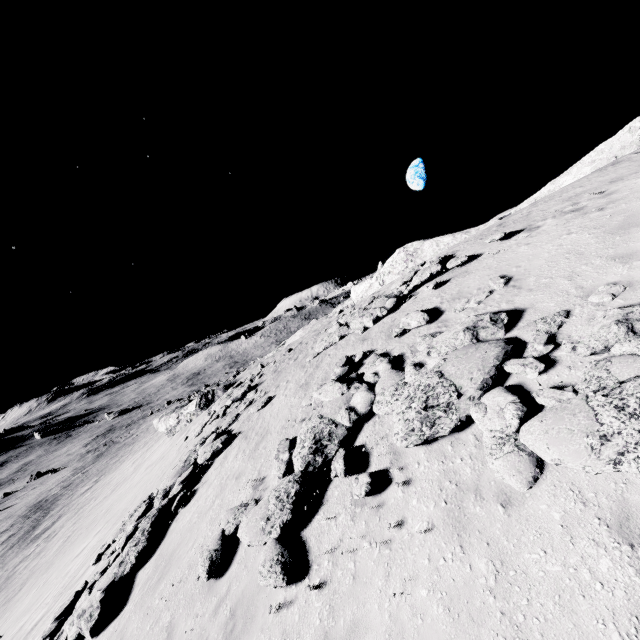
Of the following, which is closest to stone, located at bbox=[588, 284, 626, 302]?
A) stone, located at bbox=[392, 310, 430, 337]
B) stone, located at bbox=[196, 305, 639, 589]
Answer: stone, located at bbox=[196, 305, 639, 589]

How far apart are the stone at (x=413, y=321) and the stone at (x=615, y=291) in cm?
401

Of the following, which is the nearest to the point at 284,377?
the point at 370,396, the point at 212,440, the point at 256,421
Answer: the point at 256,421

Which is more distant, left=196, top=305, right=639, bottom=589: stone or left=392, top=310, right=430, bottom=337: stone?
left=392, top=310, right=430, bottom=337: stone

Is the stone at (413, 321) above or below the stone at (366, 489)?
above

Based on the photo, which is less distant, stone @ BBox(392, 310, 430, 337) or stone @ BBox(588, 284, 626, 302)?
stone @ BBox(588, 284, 626, 302)

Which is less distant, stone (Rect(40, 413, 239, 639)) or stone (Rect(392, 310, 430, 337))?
stone (Rect(40, 413, 239, 639))

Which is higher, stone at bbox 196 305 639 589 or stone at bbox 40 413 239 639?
stone at bbox 196 305 639 589
